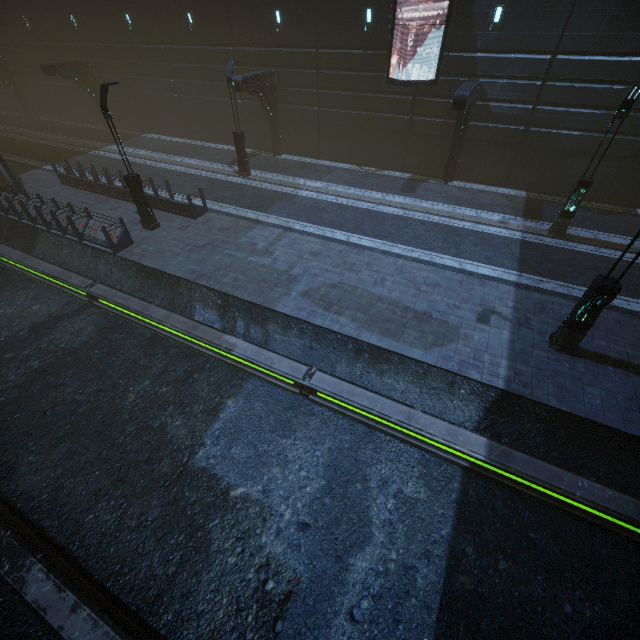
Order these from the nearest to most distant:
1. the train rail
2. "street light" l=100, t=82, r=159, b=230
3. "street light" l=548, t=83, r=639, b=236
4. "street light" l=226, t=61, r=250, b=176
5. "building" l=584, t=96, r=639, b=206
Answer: the train rail
"street light" l=548, t=83, r=639, b=236
"street light" l=100, t=82, r=159, b=230
"building" l=584, t=96, r=639, b=206
"street light" l=226, t=61, r=250, b=176

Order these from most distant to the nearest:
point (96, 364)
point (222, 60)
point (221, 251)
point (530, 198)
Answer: point (222, 60)
point (530, 198)
point (221, 251)
point (96, 364)

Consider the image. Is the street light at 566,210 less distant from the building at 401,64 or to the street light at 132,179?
the building at 401,64

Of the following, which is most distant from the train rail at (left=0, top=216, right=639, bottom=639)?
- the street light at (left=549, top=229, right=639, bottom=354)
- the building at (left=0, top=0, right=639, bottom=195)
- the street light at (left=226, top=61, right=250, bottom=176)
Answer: the street light at (left=226, top=61, right=250, bottom=176)

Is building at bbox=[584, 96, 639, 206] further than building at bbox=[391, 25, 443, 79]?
No

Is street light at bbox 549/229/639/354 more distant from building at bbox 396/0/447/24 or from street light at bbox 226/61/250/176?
street light at bbox 226/61/250/176

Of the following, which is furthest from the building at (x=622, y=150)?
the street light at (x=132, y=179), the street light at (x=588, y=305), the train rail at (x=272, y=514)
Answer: the street light at (x=588, y=305)

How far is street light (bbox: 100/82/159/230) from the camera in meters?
12.1
